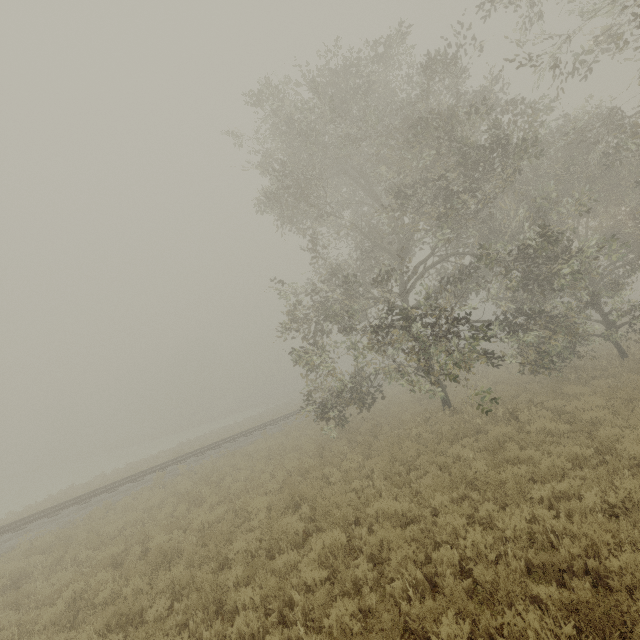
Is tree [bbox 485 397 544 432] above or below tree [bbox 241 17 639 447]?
below

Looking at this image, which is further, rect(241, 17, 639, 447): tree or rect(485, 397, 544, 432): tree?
rect(241, 17, 639, 447): tree

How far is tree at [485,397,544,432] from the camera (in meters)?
9.57

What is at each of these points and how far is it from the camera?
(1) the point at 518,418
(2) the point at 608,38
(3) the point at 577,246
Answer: (1) tree, 11.16m
(2) tree, 10.39m
(3) tree, 56.16m

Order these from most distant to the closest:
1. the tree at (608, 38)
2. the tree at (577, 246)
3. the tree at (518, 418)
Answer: → the tree at (577, 246) → the tree at (518, 418) → the tree at (608, 38)

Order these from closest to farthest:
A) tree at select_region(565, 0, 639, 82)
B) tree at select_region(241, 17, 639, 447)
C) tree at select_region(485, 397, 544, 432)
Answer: tree at select_region(565, 0, 639, 82) < tree at select_region(485, 397, 544, 432) < tree at select_region(241, 17, 639, 447)

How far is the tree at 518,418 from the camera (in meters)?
9.57
